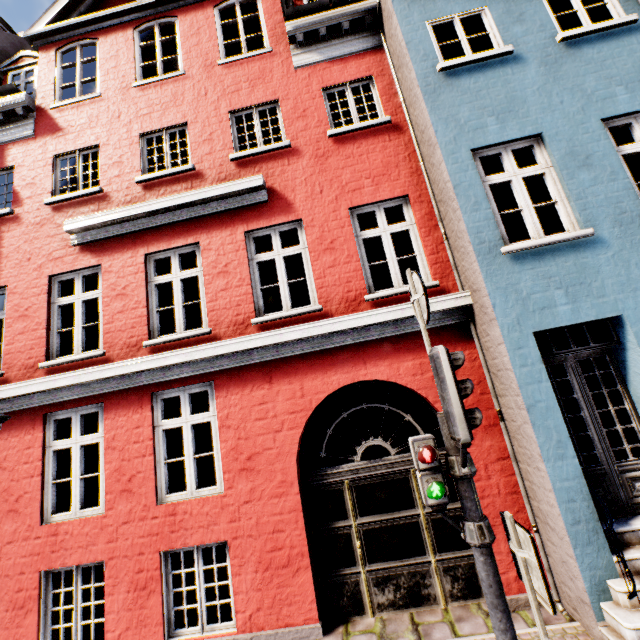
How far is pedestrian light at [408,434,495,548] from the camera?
2.5m

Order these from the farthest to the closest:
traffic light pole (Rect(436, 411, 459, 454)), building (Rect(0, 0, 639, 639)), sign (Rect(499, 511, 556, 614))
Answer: building (Rect(0, 0, 639, 639)) → traffic light pole (Rect(436, 411, 459, 454)) → sign (Rect(499, 511, 556, 614))

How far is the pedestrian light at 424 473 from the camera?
2.5m

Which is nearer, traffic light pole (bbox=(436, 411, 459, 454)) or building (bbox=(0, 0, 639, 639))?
traffic light pole (bbox=(436, 411, 459, 454))

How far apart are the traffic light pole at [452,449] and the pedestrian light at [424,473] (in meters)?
0.16

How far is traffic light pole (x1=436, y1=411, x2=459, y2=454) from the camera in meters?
2.7

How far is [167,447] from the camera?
13.02m

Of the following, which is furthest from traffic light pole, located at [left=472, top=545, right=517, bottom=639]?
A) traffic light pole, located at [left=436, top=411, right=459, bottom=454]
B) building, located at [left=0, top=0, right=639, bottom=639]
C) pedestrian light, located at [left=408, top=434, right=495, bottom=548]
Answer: building, located at [left=0, top=0, right=639, bottom=639]
